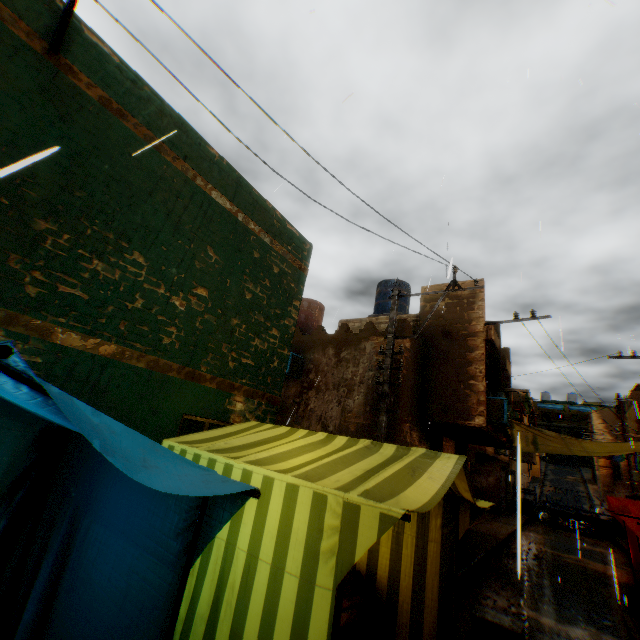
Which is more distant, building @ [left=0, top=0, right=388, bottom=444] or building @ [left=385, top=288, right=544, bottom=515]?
building @ [left=385, top=288, right=544, bottom=515]

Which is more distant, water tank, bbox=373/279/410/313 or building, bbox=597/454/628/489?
building, bbox=597/454/628/489

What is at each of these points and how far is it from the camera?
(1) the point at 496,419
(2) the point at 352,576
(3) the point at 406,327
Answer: (1) air conditioner, 10.2 meters
(2) table, 4.1 meters
(3) building, 10.0 meters

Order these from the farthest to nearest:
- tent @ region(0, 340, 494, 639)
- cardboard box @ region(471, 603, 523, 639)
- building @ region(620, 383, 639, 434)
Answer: building @ region(620, 383, 639, 434)
cardboard box @ region(471, 603, 523, 639)
tent @ region(0, 340, 494, 639)

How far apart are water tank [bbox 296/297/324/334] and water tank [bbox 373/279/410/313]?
2.3 meters

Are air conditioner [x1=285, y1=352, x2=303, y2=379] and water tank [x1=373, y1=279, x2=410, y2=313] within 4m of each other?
no

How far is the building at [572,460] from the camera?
43.8m

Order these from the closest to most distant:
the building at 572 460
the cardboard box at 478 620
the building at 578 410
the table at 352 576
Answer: the table at 352 576, the cardboard box at 478 620, the building at 578 410, the building at 572 460
